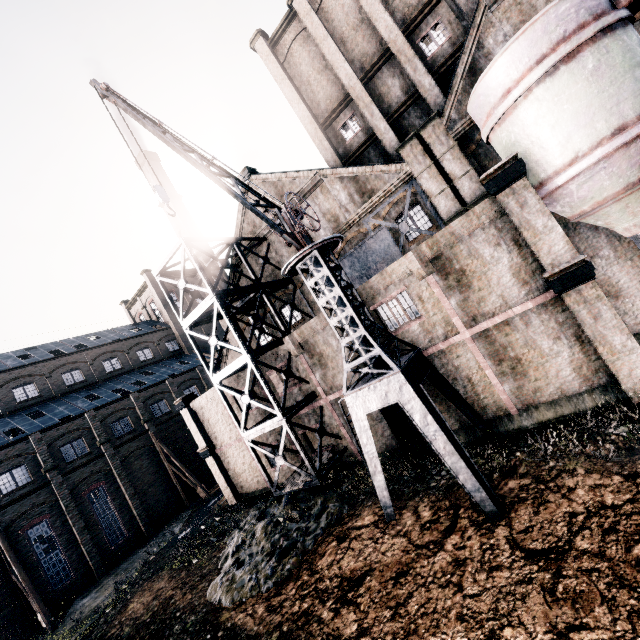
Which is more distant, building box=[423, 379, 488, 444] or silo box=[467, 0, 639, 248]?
building box=[423, 379, 488, 444]

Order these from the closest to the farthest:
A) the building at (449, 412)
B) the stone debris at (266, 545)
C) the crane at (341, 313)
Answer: the crane at (341, 313) < the stone debris at (266, 545) < the building at (449, 412)

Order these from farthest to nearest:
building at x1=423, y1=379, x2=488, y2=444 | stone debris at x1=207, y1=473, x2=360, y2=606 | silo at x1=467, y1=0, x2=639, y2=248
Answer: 1. building at x1=423, y1=379, x2=488, y2=444
2. stone debris at x1=207, y1=473, x2=360, y2=606
3. silo at x1=467, y1=0, x2=639, y2=248

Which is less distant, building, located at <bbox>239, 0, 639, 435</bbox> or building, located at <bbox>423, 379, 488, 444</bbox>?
building, located at <bbox>239, 0, 639, 435</bbox>

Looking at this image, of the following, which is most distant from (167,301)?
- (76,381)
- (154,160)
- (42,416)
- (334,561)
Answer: (334,561)

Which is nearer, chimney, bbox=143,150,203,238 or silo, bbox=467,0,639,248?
silo, bbox=467,0,639,248

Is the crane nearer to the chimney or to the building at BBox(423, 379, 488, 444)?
the building at BBox(423, 379, 488, 444)

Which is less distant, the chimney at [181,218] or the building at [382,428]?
A: the building at [382,428]
